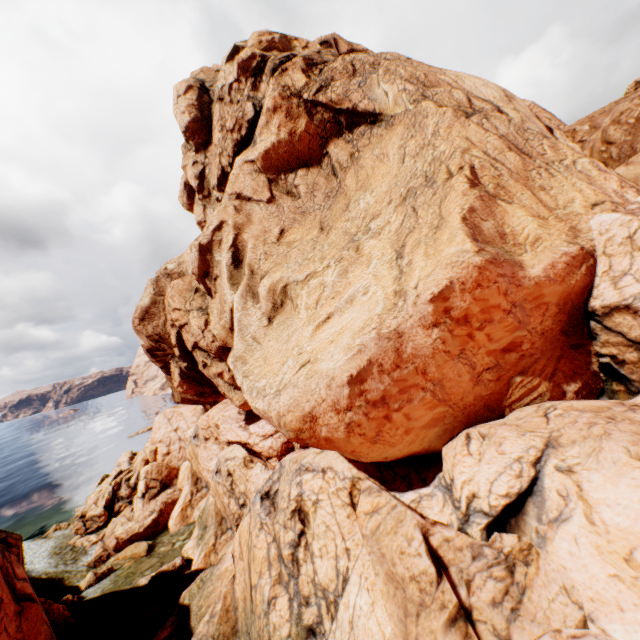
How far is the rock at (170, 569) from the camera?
23.7 meters

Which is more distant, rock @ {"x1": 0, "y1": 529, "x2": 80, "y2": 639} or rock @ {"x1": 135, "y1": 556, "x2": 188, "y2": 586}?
rock @ {"x1": 135, "y1": 556, "x2": 188, "y2": 586}

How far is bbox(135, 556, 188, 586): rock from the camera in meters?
23.7

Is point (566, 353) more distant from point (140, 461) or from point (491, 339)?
point (140, 461)

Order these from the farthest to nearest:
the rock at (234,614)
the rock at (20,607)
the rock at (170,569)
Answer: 1. the rock at (170,569)
2. the rock at (20,607)
3. the rock at (234,614)

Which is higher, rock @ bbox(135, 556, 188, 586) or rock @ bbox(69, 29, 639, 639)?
rock @ bbox(69, 29, 639, 639)

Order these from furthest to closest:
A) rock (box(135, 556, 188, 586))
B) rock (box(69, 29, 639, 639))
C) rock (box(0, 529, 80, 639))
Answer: rock (box(135, 556, 188, 586))
rock (box(0, 529, 80, 639))
rock (box(69, 29, 639, 639))
